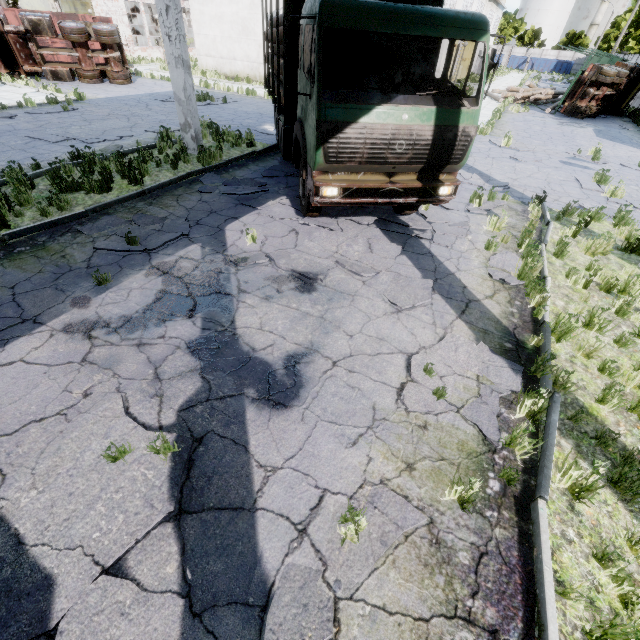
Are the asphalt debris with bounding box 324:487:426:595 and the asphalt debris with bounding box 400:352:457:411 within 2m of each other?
yes

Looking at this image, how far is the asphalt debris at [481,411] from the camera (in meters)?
3.72

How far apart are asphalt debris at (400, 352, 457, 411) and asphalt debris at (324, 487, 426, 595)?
1.0 meters

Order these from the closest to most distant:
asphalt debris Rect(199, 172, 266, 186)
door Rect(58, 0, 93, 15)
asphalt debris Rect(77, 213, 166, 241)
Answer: asphalt debris Rect(77, 213, 166, 241) < asphalt debris Rect(199, 172, 266, 186) < door Rect(58, 0, 93, 15)

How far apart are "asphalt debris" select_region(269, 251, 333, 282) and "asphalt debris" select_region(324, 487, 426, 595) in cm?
343

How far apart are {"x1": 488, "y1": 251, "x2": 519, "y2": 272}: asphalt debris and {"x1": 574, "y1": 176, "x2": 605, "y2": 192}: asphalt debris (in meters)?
6.18

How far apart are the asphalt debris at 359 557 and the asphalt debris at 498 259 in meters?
4.6

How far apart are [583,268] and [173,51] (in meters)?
11.78
